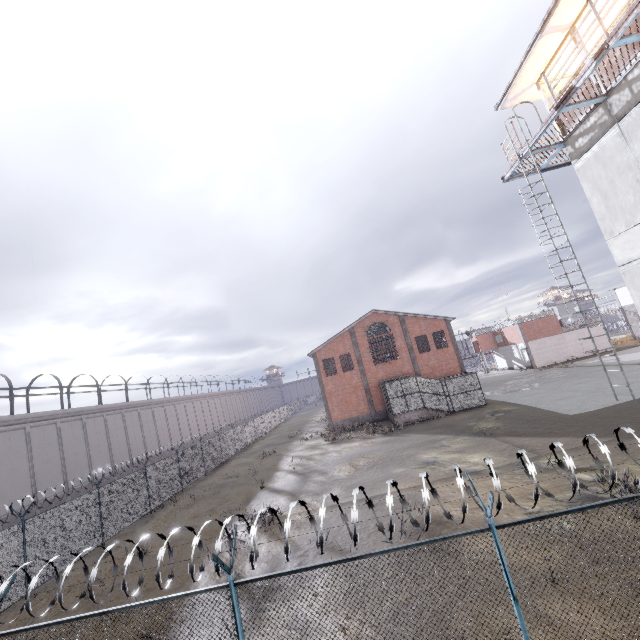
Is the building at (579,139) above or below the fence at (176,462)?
above

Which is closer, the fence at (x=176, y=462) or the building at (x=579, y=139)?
the building at (x=579, y=139)

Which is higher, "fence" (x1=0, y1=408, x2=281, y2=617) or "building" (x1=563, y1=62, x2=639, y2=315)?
"building" (x1=563, y1=62, x2=639, y2=315)

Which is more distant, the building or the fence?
the fence

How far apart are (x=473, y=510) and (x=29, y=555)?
17.66m
